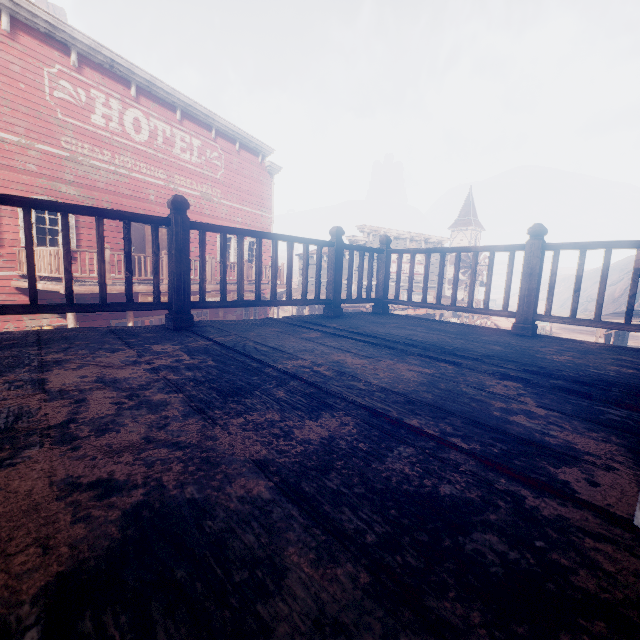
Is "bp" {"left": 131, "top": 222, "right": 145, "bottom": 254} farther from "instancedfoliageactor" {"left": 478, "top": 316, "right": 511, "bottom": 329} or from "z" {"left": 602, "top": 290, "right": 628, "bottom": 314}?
"instancedfoliageactor" {"left": 478, "top": 316, "right": 511, "bottom": 329}

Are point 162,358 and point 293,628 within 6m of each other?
yes

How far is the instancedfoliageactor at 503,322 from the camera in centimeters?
3066cm

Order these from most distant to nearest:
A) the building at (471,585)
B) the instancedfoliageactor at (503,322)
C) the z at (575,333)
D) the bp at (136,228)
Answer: the z at (575,333) → the instancedfoliageactor at (503,322) → the bp at (136,228) → the building at (471,585)

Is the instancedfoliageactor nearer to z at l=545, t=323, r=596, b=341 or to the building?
z at l=545, t=323, r=596, b=341

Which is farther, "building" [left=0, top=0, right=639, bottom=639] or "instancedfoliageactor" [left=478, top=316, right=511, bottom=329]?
"instancedfoliageactor" [left=478, top=316, right=511, bottom=329]

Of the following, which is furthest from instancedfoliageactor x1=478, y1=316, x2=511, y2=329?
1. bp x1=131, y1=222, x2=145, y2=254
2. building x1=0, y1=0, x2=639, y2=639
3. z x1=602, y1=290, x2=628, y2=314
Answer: bp x1=131, y1=222, x2=145, y2=254

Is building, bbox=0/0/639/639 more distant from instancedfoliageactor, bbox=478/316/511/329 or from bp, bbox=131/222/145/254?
instancedfoliageactor, bbox=478/316/511/329
